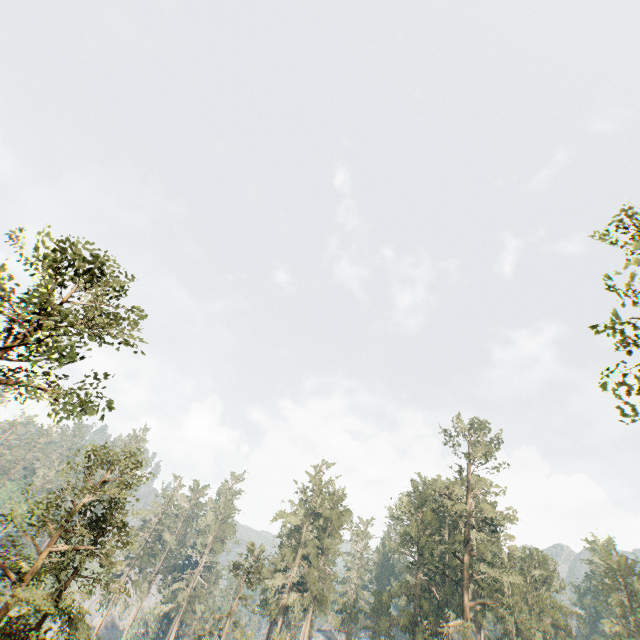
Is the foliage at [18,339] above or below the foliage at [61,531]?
above

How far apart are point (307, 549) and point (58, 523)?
40.5m

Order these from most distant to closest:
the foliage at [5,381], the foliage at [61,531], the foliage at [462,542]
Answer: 1. the foliage at [462,542]
2. the foliage at [61,531]
3. the foliage at [5,381]

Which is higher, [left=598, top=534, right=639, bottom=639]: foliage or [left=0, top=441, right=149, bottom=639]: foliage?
[left=598, top=534, right=639, bottom=639]: foliage

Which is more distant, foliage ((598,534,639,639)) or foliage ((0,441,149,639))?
foliage ((598,534,639,639))

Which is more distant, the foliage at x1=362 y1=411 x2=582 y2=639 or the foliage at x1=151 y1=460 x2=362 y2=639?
the foliage at x1=151 y1=460 x2=362 y2=639

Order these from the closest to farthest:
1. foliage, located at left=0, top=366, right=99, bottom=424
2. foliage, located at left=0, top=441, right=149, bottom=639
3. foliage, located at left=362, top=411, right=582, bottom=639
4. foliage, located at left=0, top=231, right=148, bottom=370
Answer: foliage, located at left=0, top=231, right=148, bottom=370, foliage, located at left=0, top=366, right=99, bottom=424, foliage, located at left=0, top=441, right=149, bottom=639, foliage, located at left=362, top=411, right=582, bottom=639
